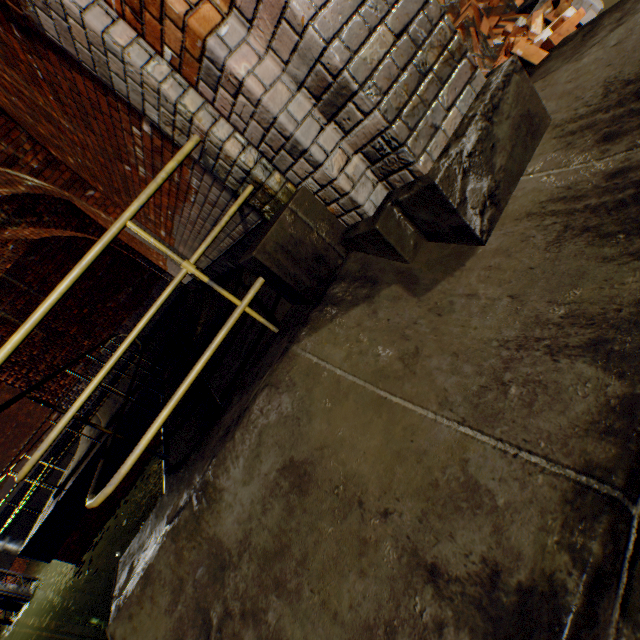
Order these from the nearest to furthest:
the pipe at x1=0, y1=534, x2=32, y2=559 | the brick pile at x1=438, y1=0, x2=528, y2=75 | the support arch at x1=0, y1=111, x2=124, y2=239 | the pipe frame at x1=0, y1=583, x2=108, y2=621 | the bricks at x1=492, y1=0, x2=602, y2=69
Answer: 1. the bricks at x1=492, y1=0, x2=602, y2=69
2. the brick pile at x1=438, y1=0, x2=528, y2=75
3. the support arch at x1=0, y1=111, x2=124, y2=239
4. the pipe frame at x1=0, y1=583, x2=108, y2=621
5. the pipe at x1=0, y1=534, x2=32, y2=559

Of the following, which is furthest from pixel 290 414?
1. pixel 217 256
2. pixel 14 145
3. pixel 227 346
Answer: pixel 14 145

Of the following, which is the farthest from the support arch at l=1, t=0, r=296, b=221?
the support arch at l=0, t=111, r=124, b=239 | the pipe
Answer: the support arch at l=0, t=111, r=124, b=239

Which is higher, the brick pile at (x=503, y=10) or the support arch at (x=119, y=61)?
the support arch at (x=119, y=61)

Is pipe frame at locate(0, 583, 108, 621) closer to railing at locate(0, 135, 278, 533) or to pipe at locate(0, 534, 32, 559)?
pipe at locate(0, 534, 32, 559)

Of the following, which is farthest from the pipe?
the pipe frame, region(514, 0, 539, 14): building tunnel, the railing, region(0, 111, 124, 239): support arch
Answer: region(514, 0, 539, 14): building tunnel

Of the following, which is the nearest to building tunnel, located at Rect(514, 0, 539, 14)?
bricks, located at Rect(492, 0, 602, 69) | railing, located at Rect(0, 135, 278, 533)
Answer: bricks, located at Rect(492, 0, 602, 69)

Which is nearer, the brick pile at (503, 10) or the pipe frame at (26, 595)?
the brick pile at (503, 10)
